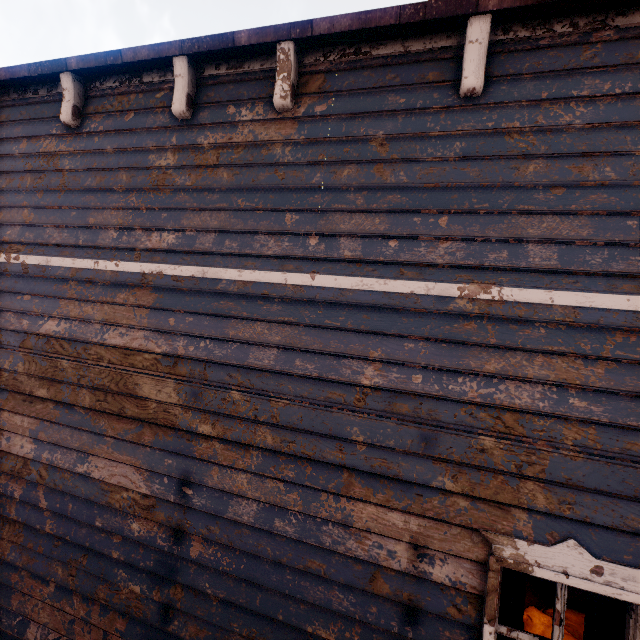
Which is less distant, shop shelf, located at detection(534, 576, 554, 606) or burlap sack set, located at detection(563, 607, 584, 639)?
burlap sack set, located at detection(563, 607, 584, 639)

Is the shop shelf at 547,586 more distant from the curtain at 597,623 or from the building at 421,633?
the curtain at 597,623

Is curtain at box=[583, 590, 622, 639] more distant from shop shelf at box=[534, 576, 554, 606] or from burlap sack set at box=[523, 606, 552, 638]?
shop shelf at box=[534, 576, 554, 606]

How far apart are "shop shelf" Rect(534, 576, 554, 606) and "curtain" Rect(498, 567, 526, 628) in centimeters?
321cm

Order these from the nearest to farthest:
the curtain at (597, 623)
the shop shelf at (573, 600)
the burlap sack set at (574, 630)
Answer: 1. the curtain at (597, 623)
2. the burlap sack set at (574, 630)
3. the shop shelf at (573, 600)

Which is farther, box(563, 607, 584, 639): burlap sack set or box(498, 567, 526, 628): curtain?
box(563, 607, 584, 639): burlap sack set

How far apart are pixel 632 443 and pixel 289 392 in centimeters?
237cm
